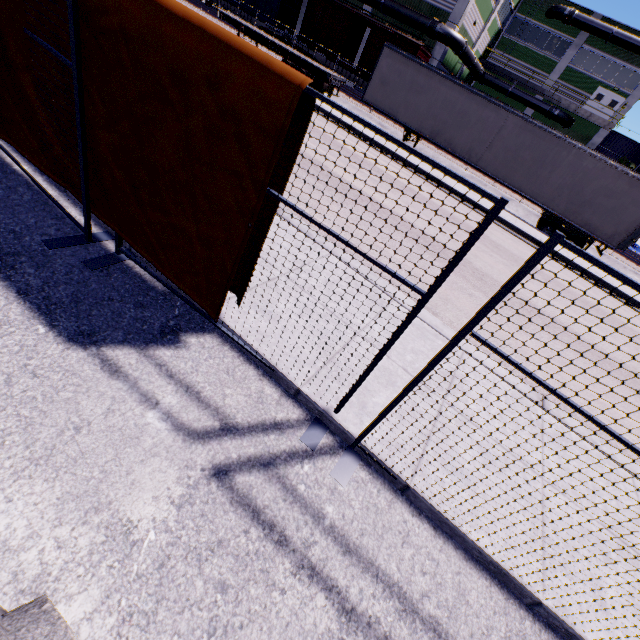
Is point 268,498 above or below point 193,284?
below

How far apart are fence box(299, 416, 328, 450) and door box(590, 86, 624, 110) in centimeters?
5043cm

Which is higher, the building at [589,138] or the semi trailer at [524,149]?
the building at [589,138]

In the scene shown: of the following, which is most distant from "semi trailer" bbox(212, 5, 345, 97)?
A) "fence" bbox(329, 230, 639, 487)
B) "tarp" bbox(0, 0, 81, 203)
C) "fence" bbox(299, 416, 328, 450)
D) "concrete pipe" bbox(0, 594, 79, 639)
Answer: "concrete pipe" bbox(0, 594, 79, 639)

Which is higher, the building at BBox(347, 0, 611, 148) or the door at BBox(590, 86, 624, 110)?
the door at BBox(590, 86, 624, 110)

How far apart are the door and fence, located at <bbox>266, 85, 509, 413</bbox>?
49.97m

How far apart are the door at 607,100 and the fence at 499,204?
50.0 meters

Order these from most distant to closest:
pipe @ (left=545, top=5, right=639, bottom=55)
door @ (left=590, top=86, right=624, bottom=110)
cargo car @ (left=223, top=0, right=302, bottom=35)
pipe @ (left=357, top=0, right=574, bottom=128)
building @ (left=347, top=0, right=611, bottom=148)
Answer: door @ (left=590, top=86, right=624, bottom=110)
pipe @ (left=545, top=5, right=639, bottom=55)
cargo car @ (left=223, top=0, right=302, bottom=35)
building @ (left=347, top=0, right=611, bottom=148)
pipe @ (left=357, top=0, right=574, bottom=128)
